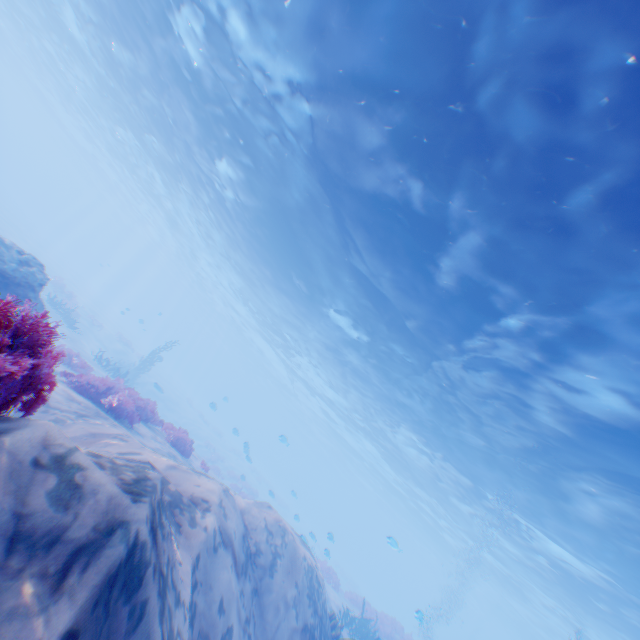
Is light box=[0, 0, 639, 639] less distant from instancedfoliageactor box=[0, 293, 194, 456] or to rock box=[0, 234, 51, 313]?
instancedfoliageactor box=[0, 293, 194, 456]

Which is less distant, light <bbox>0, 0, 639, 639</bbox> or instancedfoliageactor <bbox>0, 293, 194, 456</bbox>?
instancedfoliageactor <bbox>0, 293, 194, 456</bbox>

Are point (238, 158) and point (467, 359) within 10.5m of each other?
no

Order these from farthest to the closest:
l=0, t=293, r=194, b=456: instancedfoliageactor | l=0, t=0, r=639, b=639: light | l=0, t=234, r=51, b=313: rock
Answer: l=0, t=234, r=51, b=313: rock, l=0, t=0, r=639, b=639: light, l=0, t=293, r=194, b=456: instancedfoliageactor

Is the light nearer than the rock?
Yes

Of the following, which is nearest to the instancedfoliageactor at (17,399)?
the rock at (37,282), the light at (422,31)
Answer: the rock at (37,282)
